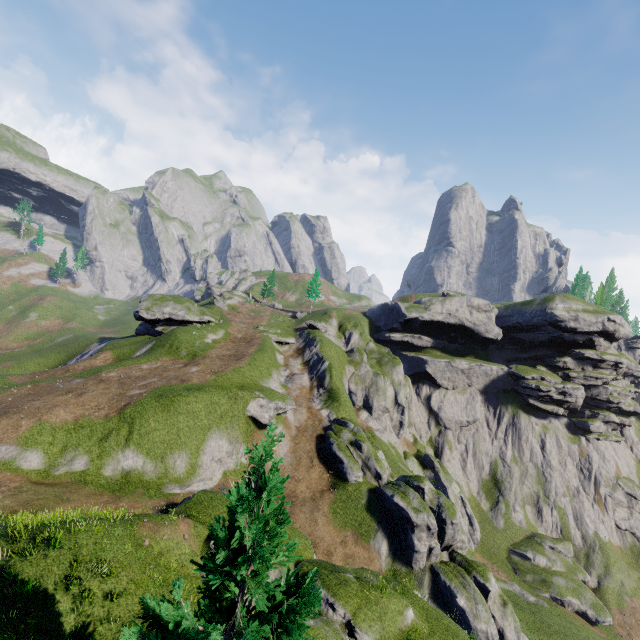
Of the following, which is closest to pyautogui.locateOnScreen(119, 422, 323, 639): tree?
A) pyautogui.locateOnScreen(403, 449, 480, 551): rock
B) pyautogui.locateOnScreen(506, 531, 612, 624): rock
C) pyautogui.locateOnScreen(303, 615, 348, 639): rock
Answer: pyautogui.locateOnScreen(303, 615, 348, 639): rock

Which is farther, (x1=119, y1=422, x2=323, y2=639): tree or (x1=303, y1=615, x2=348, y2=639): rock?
(x1=303, y1=615, x2=348, y2=639): rock

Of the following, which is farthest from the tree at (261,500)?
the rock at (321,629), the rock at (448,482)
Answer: the rock at (448,482)

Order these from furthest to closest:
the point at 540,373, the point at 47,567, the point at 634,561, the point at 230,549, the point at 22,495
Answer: the point at 540,373 < the point at 634,561 < the point at 22,495 < the point at 47,567 < the point at 230,549

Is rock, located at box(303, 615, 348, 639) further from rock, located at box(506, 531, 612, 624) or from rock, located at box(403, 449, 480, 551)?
rock, located at box(506, 531, 612, 624)

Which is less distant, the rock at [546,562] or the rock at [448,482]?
the rock at [546,562]

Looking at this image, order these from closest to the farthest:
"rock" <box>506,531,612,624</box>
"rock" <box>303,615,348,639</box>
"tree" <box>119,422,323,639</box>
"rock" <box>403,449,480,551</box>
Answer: "tree" <box>119,422,323,639</box> < "rock" <box>303,615,348,639</box> < "rock" <box>506,531,612,624</box> < "rock" <box>403,449,480,551</box>
